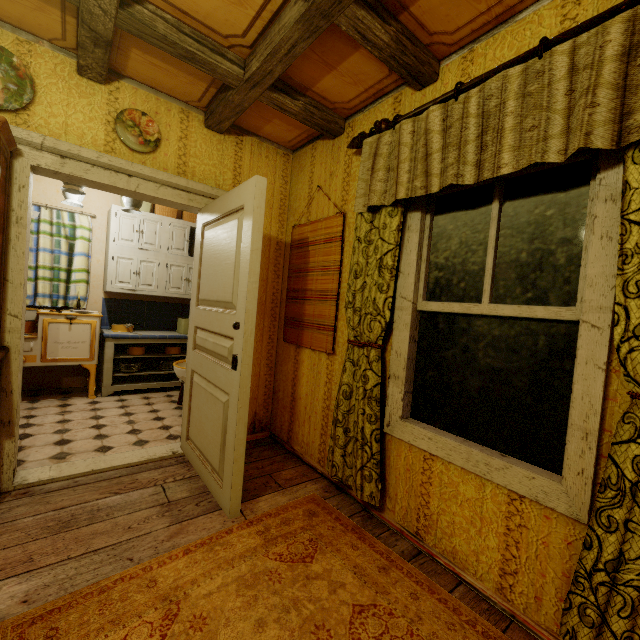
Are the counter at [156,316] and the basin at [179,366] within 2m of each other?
yes

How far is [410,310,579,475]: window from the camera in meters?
1.5

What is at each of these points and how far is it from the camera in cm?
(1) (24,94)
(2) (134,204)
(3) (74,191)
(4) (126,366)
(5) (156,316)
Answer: (1) plate, 199
(2) ceiling light, 357
(3) ceiling light, 314
(4) plate, 433
(5) counter, 496

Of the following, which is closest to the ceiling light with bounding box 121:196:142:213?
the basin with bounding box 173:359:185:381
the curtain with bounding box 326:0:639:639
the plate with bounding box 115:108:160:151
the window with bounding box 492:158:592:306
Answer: the plate with bounding box 115:108:160:151

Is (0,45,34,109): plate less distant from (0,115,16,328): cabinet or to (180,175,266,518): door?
(0,115,16,328): cabinet

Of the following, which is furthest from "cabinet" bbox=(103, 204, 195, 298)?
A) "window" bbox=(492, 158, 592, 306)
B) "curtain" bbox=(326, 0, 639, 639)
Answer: "window" bbox=(492, 158, 592, 306)

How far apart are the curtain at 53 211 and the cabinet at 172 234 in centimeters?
17cm

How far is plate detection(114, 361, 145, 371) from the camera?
4.33m
